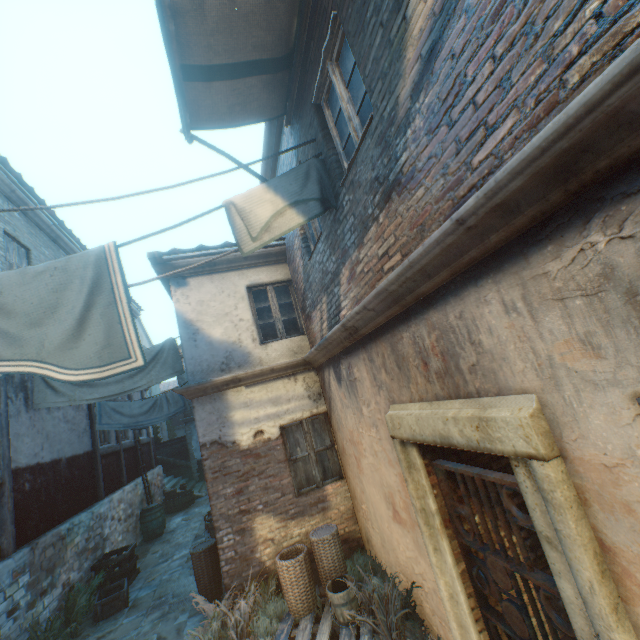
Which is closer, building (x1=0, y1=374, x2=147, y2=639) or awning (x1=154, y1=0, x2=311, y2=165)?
awning (x1=154, y1=0, x2=311, y2=165)

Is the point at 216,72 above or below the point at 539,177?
above

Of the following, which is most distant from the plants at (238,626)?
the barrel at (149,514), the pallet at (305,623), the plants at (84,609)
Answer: the barrel at (149,514)

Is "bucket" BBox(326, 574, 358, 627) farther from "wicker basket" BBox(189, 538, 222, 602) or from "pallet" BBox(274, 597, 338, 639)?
"wicker basket" BBox(189, 538, 222, 602)

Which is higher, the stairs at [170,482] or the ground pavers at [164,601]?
the stairs at [170,482]

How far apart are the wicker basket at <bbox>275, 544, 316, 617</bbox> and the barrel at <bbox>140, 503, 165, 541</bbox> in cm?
834

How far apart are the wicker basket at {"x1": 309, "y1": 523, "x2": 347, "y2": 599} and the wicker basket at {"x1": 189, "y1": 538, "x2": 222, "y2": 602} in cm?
219

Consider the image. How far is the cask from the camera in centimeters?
1402cm
